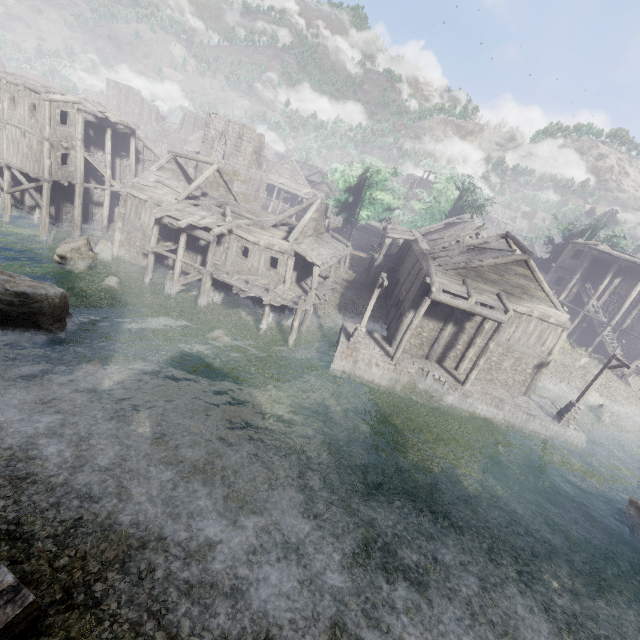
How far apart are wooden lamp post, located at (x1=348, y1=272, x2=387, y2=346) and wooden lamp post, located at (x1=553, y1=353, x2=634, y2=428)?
13.00m

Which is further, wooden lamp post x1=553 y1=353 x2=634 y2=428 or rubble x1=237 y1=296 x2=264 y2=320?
rubble x1=237 y1=296 x2=264 y2=320

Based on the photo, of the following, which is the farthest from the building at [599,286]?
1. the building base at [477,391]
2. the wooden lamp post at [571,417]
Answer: the wooden lamp post at [571,417]

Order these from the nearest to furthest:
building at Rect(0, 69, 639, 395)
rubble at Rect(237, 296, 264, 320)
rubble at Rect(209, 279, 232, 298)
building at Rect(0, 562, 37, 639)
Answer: building at Rect(0, 562, 37, 639) → building at Rect(0, 69, 639, 395) → rubble at Rect(237, 296, 264, 320) → rubble at Rect(209, 279, 232, 298)

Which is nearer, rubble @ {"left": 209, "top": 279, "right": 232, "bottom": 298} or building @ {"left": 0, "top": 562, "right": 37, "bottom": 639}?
building @ {"left": 0, "top": 562, "right": 37, "bottom": 639}

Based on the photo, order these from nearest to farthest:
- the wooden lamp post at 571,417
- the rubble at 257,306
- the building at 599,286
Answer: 1. the wooden lamp post at 571,417
2. the building at 599,286
3. the rubble at 257,306

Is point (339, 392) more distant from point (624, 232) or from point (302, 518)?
point (624, 232)

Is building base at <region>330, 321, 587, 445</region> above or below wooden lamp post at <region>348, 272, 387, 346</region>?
below
